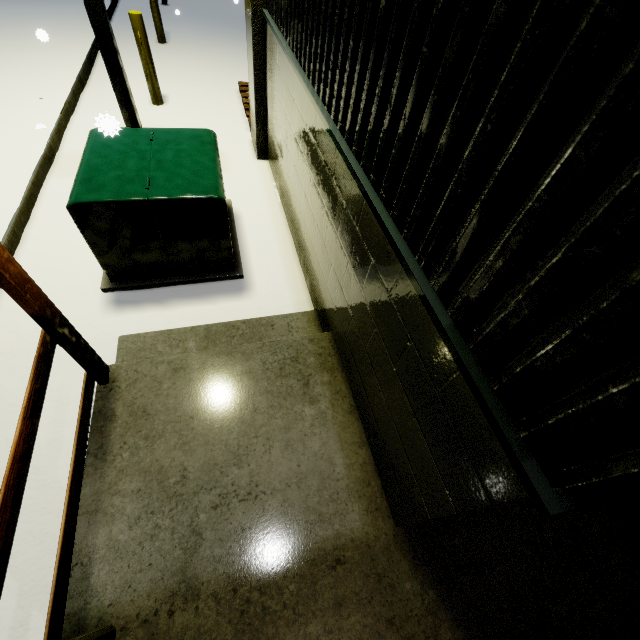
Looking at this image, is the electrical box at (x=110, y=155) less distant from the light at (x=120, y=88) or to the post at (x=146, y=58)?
the light at (x=120, y=88)

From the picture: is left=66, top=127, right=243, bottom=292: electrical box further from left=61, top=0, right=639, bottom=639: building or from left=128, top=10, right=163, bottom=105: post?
left=128, top=10, right=163, bottom=105: post

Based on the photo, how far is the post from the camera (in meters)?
5.25

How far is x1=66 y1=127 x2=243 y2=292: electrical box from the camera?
2.9m

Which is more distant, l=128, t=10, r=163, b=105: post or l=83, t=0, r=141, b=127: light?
l=128, t=10, r=163, b=105: post

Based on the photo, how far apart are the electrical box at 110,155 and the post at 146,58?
3.3 meters

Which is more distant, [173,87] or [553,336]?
[173,87]

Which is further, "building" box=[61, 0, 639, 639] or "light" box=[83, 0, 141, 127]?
"light" box=[83, 0, 141, 127]
